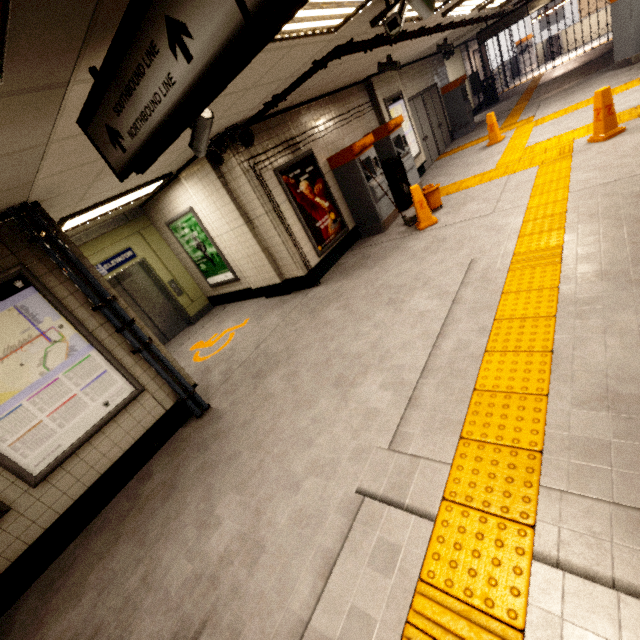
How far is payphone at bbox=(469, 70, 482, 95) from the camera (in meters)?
14.70

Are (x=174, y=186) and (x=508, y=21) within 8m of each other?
no

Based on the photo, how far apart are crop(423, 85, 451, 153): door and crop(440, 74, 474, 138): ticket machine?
0.4m

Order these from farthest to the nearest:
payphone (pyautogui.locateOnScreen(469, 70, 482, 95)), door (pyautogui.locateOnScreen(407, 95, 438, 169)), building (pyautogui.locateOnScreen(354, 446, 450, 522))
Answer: payphone (pyautogui.locateOnScreen(469, 70, 482, 95))
door (pyautogui.locateOnScreen(407, 95, 438, 169))
building (pyautogui.locateOnScreen(354, 446, 450, 522))

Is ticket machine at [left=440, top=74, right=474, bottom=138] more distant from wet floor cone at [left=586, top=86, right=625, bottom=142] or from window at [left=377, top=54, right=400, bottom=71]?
wet floor cone at [left=586, top=86, right=625, bottom=142]

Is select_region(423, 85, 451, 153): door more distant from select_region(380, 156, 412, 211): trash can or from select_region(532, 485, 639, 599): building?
select_region(532, 485, 639, 599): building

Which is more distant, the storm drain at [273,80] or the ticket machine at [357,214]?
the ticket machine at [357,214]

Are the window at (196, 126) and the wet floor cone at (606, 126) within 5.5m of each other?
no
